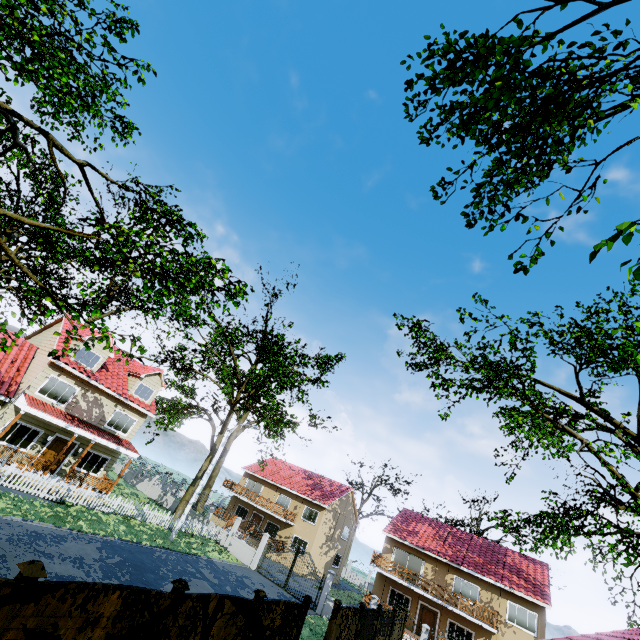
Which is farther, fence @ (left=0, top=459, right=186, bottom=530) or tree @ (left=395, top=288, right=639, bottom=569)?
tree @ (left=395, top=288, right=639, bottom=569)

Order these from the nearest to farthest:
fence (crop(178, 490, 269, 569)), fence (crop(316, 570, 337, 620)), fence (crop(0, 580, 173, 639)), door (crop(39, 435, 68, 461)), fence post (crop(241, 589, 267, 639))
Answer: fence (crop(0, 580, 173, 639))
fence post (crop(241, 589, 267, 639))
door (crop(39, 435, 68, 461))
fence (crop(316, 570, 337, 620))
fence (crop(178, 490, 269, 569))

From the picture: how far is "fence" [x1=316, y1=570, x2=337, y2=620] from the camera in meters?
21.8

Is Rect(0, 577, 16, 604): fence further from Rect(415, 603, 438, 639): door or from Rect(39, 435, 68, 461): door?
Rect(415, 603, 438, 639): door

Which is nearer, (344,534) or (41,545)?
(41,545)

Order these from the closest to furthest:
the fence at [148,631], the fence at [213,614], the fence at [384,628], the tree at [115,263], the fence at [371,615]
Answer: the fence at [148,631] < the tree at [115,263] < the fence at [213,614] < the fence at [371,615] < the fence at [384,628]

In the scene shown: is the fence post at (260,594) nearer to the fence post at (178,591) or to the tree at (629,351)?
the fence post at (178,591)
